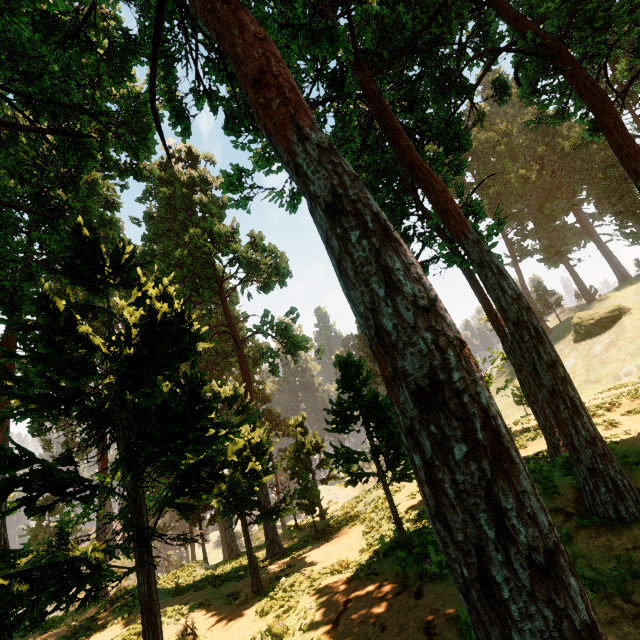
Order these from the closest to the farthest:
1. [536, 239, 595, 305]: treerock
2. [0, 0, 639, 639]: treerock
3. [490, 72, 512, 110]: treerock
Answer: [0, 0, 639, 639]: treerock → [490, 72, 512, 110]: treerock → [536, 239, 595, 305]: treerock

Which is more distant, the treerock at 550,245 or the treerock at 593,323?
the treerock at 550,245

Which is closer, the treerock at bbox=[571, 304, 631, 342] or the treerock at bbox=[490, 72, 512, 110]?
the treerock at bbox=[490, 72, 512, 110]

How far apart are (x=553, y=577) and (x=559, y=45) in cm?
1683

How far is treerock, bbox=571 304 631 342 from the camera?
38.33m
